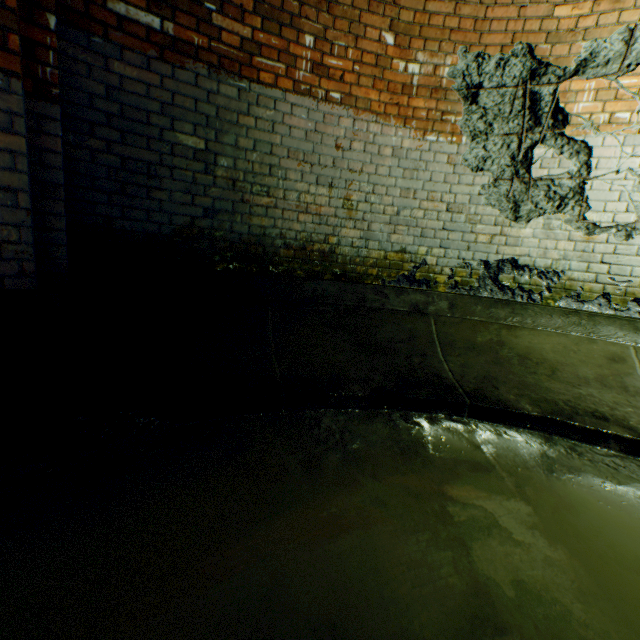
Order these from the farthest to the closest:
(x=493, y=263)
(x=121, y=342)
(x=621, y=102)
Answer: (x=493, y=263) < (x=621, y=102) < (x=121, y=342)

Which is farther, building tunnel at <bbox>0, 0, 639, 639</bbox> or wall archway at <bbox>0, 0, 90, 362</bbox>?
wall archway at <bbox>0, 0, 90, 362</bbox>

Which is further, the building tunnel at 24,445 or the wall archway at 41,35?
the wall archway at 41,35
